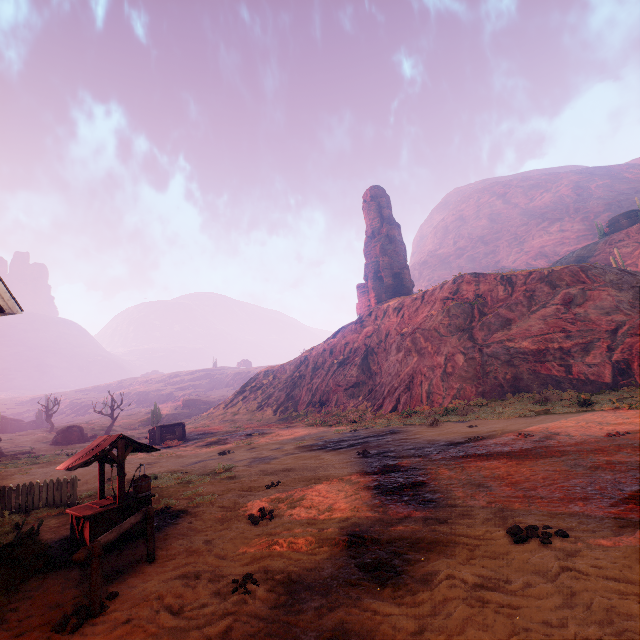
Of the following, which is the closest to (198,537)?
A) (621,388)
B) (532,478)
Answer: (532,478)

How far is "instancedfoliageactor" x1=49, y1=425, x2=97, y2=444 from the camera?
37.9 meters

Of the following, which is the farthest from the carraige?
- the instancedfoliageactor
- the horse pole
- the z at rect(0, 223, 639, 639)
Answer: the horse pole

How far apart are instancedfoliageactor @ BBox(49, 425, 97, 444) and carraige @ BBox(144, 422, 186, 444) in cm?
1530

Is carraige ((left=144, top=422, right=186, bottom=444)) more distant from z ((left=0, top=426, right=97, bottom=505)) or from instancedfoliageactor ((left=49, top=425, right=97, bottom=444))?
instancedfoliageactor ((left=49, top=425, right=97, bottom=444))

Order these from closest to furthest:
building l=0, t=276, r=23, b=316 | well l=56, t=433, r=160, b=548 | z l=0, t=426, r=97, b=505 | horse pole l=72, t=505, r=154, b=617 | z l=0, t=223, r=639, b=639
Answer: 1. z l=0, t=223, r=639, b=639
2. horse pole l=72, t=505, r=154, b=617
3. building l=0, t=276, r=23, b=316
4. well l=56, t=433, r=160, b=548
5. z l=0, t=426, r=97, b=505

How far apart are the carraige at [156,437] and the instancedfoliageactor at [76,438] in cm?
1530

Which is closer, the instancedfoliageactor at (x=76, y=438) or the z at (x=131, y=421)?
the instancedfoliageactor at (x=76, y=438)
